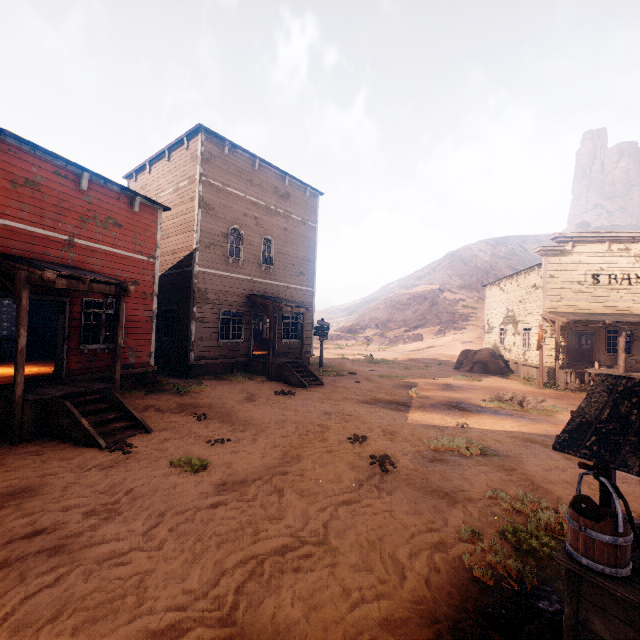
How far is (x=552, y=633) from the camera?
3.0m

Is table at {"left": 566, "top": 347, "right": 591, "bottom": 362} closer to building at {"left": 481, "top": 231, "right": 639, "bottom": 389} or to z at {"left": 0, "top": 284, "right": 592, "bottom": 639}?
building at {"left": 481, "top": 231, "right": 639, "bottom": 389}

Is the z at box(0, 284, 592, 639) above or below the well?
below

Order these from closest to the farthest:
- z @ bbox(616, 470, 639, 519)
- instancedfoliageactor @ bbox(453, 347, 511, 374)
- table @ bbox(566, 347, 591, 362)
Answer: z @ bbox(616, 470, 639, 519)
instancedfoliageactor @ bbox(453, 347, 511, 374)
table @ bbox(566, 347, 591, 362)

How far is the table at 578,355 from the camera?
23.2 meters

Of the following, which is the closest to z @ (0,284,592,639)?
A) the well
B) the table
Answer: the well

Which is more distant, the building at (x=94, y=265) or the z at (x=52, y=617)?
the building at (x=94, y=265)
